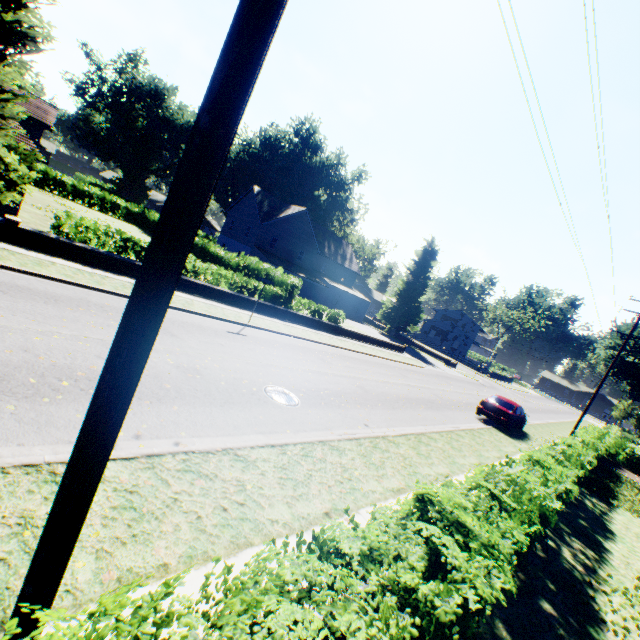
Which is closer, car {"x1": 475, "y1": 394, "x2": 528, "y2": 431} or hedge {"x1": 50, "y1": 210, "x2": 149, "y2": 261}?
hedge {"x1": 50, "y1": 210, "x2": 149, "y2": 261}

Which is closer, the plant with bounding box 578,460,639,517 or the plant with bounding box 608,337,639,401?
the plant with bounding box 578,460,639,517

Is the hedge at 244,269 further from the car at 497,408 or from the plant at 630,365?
the car at 497,408

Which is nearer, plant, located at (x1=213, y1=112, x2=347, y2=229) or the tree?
the tree

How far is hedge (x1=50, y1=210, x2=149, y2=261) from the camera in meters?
13.5

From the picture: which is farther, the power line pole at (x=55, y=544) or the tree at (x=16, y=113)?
the tree at (x=16, y=113)

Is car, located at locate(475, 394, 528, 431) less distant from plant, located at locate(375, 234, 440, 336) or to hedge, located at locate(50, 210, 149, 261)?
hedge, located at locate(50, 210, 149, 261)

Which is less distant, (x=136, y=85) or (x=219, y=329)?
(x=219, y=329)
